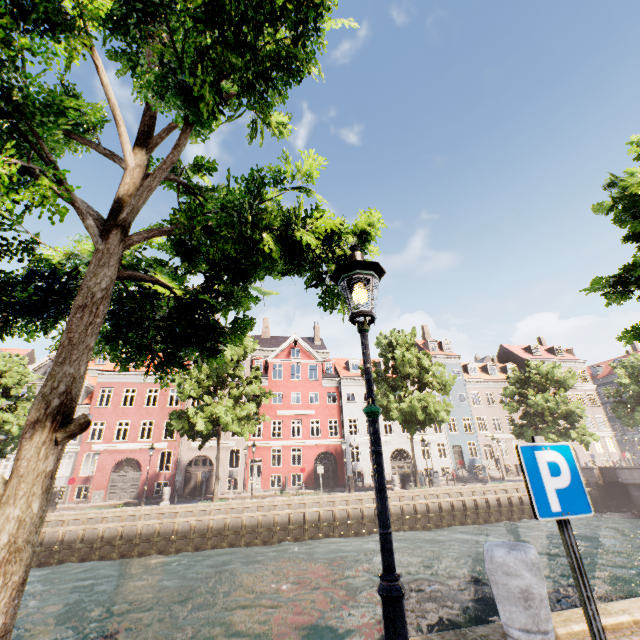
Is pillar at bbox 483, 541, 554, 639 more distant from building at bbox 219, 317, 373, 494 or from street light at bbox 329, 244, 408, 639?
building at bbox 219, 317, 373, 494

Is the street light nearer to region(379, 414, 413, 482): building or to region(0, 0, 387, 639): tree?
region(0, 0, 387, 639): tree

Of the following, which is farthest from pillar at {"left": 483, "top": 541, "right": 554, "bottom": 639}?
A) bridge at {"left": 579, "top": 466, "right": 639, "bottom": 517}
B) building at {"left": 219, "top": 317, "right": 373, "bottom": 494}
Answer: building at {"left": 219, "top": 317, "right": 373, "bottom": 494}

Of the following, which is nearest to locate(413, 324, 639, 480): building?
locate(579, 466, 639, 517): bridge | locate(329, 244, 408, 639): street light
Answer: locate(579, 466, 639, 517): bridge

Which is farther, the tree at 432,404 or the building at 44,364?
the building at 44,364

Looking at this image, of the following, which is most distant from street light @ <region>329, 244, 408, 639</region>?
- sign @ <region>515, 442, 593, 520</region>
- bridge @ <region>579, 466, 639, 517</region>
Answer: bridge @ <region>579, 466, 639, 517</region>

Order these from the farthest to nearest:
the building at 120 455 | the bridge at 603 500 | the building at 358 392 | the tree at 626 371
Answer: the tree at 626 371 < the building at 358 392 < the building at 120 455 < the bridge at 603 500

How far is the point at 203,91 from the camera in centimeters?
322cm
